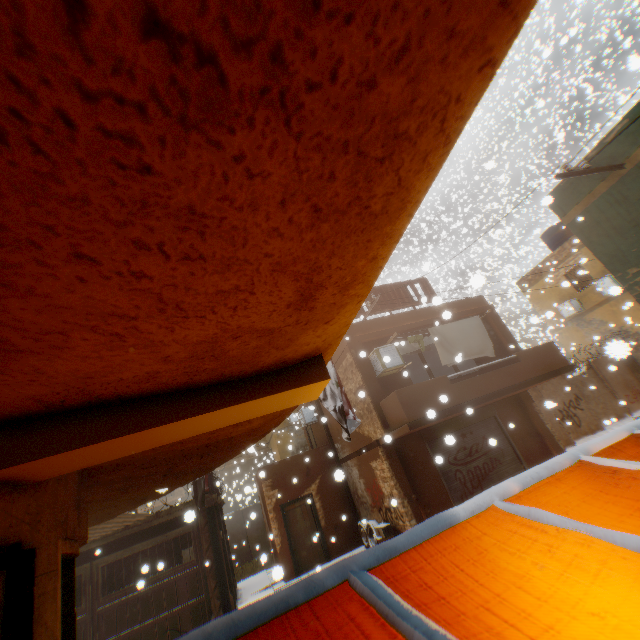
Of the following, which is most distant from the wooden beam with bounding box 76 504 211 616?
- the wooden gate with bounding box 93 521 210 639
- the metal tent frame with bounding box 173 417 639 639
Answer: the metal tent frame with bounding box 173 417 639 639

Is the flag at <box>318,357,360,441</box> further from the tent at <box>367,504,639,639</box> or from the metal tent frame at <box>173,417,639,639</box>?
the metal tent frame at <box>173,417,639,639</box>

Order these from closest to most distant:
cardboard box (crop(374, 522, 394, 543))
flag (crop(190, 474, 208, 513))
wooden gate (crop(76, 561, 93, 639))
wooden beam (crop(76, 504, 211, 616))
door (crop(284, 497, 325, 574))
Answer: flag (crop(190, 474, 208, 513)) → wooden gate (crop(76, 561, 93, 639)) → wooden beam (crop(76, 504, 211, 616)) → cardboard box (crop(374, 522, 394, 543)) → door (crop(284, 497, 325, 574))

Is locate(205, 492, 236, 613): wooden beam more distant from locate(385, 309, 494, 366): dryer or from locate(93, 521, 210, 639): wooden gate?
locate(385, 309, 494, 366): dryer

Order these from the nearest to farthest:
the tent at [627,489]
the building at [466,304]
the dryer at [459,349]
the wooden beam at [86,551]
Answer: the building at [466,304]
the tent at [627,489]
the wooden beam at [86,551]
the dryer at [459,349]

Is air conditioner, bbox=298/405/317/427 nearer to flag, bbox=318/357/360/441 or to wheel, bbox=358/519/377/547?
wheel, bbox=358/519/377/547

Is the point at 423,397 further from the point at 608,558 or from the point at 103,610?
the point at 103,610

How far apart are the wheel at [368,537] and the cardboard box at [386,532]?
0.4m
